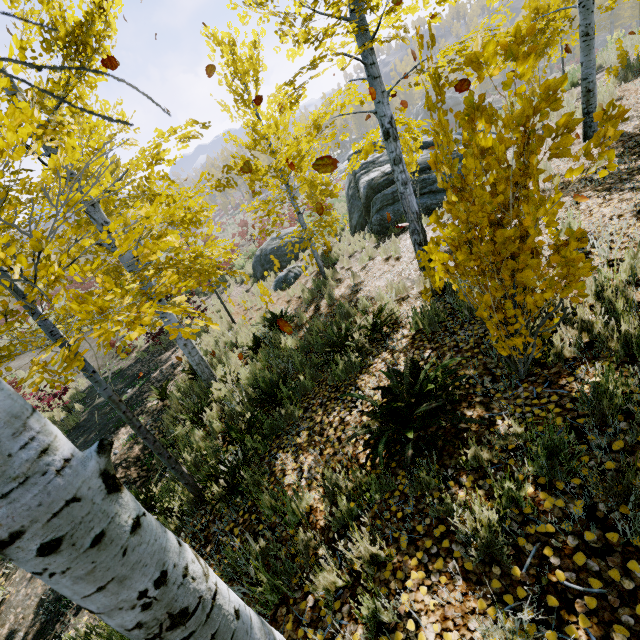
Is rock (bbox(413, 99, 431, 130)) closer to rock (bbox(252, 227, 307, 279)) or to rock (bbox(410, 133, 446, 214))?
rock (bbox(410, 133, 446, 214))

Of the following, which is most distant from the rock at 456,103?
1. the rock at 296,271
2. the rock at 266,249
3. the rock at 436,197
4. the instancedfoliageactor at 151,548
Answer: the rock at 296,271

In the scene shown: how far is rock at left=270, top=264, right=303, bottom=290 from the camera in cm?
1249

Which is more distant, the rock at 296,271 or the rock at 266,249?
the rock at 266,249

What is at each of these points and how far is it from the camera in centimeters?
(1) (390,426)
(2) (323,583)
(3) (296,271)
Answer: (1) instancedfoliageactor, 321cm
(2) instancedfoliageactor, 226cm
(3) rock, 1266cm

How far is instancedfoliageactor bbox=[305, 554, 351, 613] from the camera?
2.2m

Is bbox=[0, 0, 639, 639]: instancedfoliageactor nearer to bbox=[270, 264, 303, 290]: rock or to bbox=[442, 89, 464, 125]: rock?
bbox=[442, 89, 464, 125]: rock

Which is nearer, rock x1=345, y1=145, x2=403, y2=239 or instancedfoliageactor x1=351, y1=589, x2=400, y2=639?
instancedfoliageactor x1=351, y1=589, x2=400, y2=639
